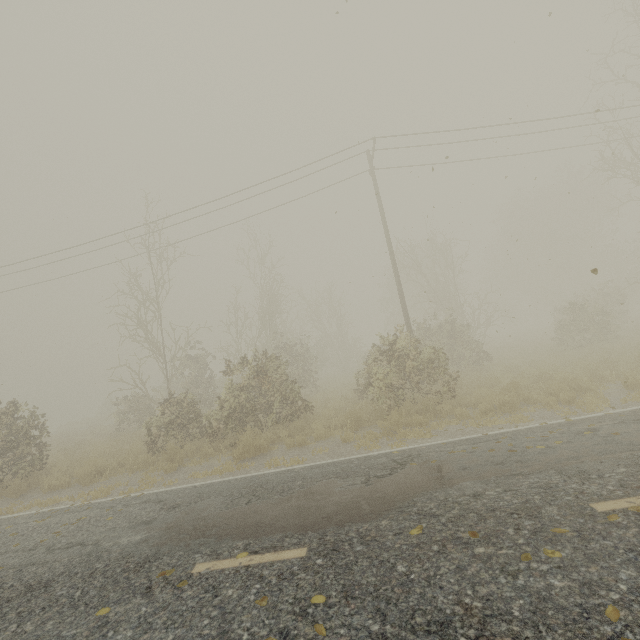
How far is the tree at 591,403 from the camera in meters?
7.7 m

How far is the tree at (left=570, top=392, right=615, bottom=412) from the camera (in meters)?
7.73

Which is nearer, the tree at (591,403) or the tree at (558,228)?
the tree at (591,403)

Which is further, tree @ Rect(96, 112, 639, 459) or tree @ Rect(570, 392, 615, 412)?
tree @ Rect(96, 112, 639, 459)

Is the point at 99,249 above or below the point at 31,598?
above

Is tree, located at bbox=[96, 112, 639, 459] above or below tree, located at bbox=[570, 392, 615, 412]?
above

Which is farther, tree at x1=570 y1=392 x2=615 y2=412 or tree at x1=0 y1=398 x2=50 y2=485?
tree at x1=0 y1=398 x2=50 y2=485

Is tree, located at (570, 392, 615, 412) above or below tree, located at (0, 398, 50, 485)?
below
